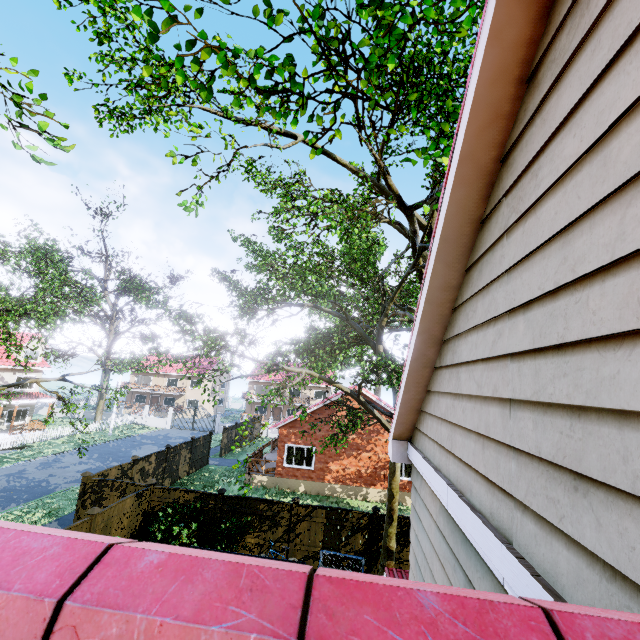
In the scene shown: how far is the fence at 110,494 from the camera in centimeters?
1125cm

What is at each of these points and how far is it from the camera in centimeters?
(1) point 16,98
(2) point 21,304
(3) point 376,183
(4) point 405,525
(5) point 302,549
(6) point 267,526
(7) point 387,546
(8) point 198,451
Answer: (1) tree, 343cm
(2) tree, 1230cm
(3) tree, 1616cm
(4) fence, 1198cm
(5) fence, 1215cm
(6) fence, 1246cm
(7) tree, 1041cm
(8) fence, 2348cm

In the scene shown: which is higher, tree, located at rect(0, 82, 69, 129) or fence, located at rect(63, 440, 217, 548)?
tree, located at rect(0, 82, 69, 129)

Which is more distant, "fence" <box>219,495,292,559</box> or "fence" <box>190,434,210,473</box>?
"fence" <box>190,434,210,473</box>

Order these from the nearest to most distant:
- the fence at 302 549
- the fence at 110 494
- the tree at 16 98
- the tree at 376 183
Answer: the tree at 16 98, the tree at 376 183, the fence at 110 494, the fence at 302 549

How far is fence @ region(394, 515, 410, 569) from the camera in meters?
11.7

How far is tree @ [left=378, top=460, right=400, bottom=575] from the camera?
10.4m
